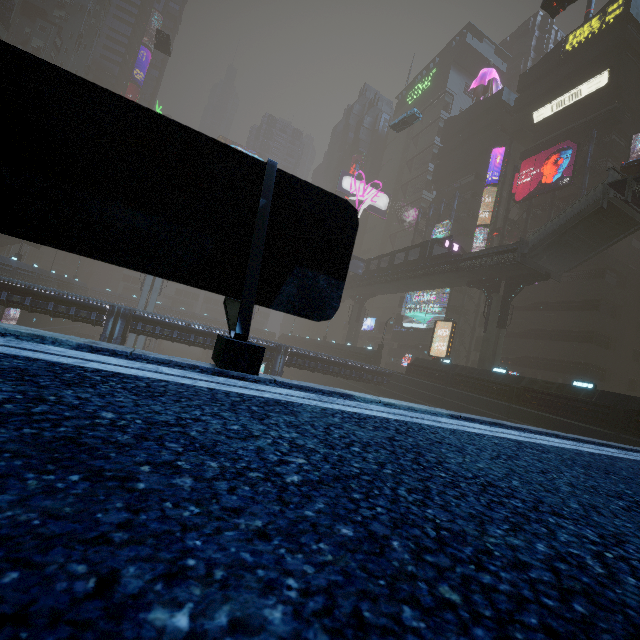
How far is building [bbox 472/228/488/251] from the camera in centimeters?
4311cm

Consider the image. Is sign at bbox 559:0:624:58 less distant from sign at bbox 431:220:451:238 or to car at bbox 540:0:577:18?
car at bbox 540:0:577:18

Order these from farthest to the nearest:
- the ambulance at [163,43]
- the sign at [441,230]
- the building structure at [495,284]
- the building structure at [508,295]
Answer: the sign at [441,230] < the ambulance at [163,43] < the building structure at [495,284] < the building structure at [508,295]

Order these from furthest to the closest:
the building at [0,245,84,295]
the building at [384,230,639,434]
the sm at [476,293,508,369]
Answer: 1. the building at [0,245,84,295]
2. the sm at [476,293,508,369]
3. the building at [384,230,639,434]

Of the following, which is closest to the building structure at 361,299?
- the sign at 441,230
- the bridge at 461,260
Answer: the bridge at 461,260

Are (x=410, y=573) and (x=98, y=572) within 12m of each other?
Answer: yes

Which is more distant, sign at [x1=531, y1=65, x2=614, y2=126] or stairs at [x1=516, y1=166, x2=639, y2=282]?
sign at [x1=531, y1=65, x2=614, y2=126]

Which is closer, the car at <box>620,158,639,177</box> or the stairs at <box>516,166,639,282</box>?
the stairs at <box>516,166,639,282</box>
